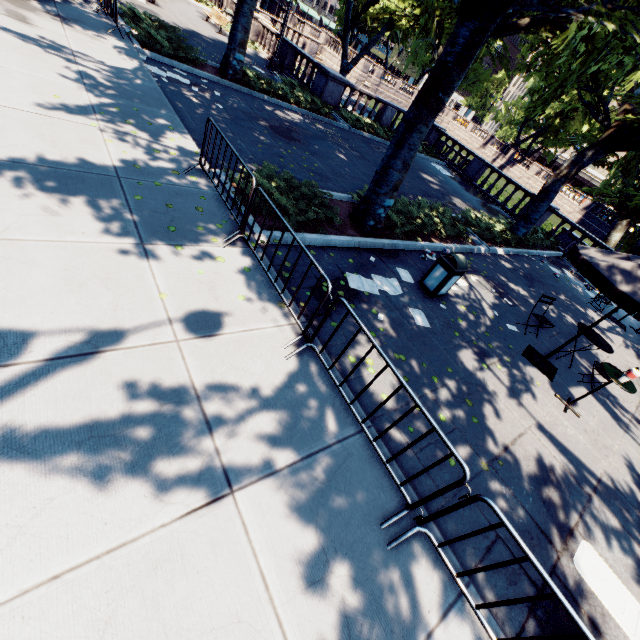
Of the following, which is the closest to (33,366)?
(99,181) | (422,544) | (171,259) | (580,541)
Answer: (171,259)

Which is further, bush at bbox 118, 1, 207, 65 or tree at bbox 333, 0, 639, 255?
bush at bbox 118, 1, 207, 65

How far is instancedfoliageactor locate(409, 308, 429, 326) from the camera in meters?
6.5 m

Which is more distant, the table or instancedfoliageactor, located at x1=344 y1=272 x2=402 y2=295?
instancedfoliageactor, located at x1=344 y1=272 x2=402 y2=295

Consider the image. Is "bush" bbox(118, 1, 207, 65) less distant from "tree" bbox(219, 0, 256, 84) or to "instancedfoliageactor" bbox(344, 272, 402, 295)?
"tree" bbox(219, 0, 256, 84)

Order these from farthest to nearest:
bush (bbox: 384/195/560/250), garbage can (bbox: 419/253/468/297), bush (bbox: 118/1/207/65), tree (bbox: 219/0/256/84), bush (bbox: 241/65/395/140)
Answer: bush (bbox: 241/65/395/140), tree (bbox: 219/0/256/84), bush (bbox: 118/1/207/65), bush (bbox: 384/195/560/250), garbage can (bbox: 419/253/468/297)

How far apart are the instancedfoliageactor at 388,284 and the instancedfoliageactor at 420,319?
0.40m

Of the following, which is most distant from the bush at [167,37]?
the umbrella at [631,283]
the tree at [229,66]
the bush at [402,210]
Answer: the umbrella at [631,283]
